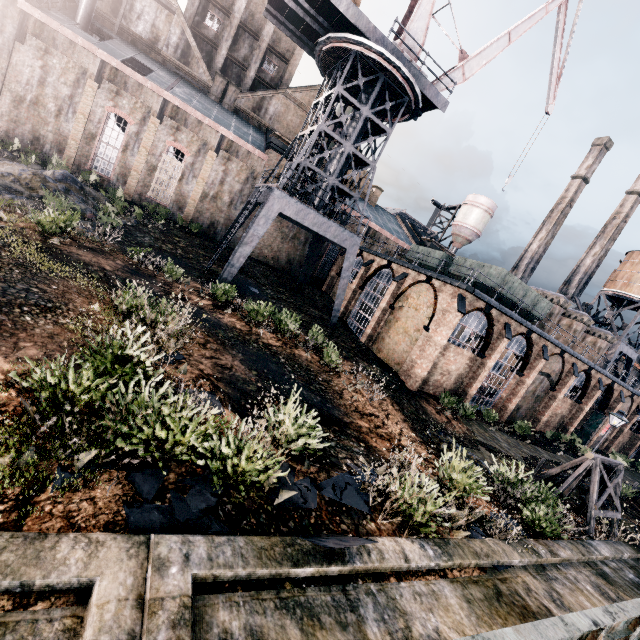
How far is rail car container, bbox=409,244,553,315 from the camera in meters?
25.2 m

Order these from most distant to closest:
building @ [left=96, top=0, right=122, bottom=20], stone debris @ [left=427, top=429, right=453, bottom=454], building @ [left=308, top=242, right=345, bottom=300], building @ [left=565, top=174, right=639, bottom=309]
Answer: building @ [left=565, top=174, right=639, bottom=309], building @ [left=308, top=242, right=345, bottom=300], building @ [left=96, top=0, right=122, bottom=20], stone debris @ [left=427, top=429, right=453, bottom=454]

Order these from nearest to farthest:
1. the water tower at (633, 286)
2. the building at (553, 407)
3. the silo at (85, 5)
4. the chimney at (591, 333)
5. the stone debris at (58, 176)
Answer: the stone debris at (58, 176) < the building at (553, 407) < the silo at (85, 5) < the chimney at (591, 333) < the water tower at (633, 286)

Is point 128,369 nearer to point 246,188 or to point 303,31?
point 303,31

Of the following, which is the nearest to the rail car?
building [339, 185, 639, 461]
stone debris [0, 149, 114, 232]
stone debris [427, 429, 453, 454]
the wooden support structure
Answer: stone debris [427, 429, 453, 454]

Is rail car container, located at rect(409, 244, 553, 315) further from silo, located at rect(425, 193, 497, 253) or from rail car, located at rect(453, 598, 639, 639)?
rail car, located at rect(453, 598, 639, 639)

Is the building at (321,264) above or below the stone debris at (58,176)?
above

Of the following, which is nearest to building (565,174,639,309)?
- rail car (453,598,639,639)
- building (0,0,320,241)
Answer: building (0,0,320,241)
